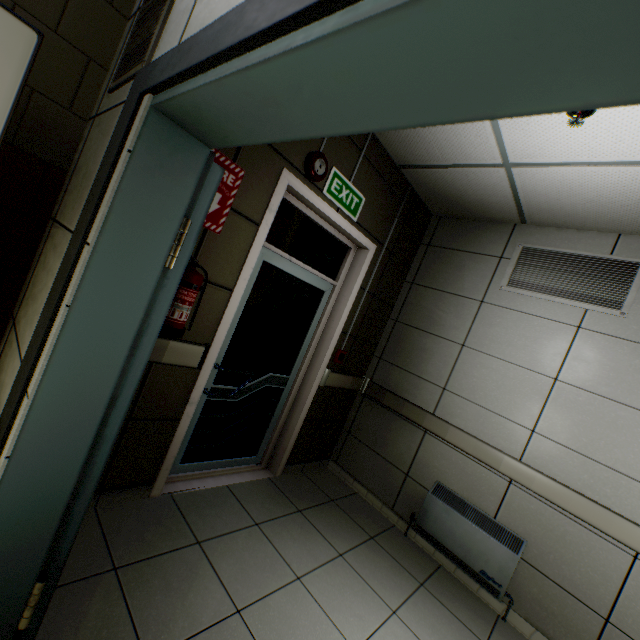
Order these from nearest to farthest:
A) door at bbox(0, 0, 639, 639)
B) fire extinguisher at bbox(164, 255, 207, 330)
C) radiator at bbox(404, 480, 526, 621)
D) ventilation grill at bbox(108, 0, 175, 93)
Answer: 1. door at bbox(0, 0, 639, 639)
2. ventilation grill at bbox(108, 0, 175, 93)
3. fire extinguisher at bbox(164, 255, 207, 330)
4. radiator at bbox(404, 480, 526, 621)

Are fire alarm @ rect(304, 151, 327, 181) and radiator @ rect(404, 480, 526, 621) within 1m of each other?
no

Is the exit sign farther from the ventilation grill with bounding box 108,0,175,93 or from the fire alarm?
the ventilation grill with bounding box 108,0,175,93

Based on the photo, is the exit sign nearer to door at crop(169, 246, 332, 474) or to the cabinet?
door at crop(169, 246, 332, 474)

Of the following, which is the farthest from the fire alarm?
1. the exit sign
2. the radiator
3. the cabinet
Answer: the radiator

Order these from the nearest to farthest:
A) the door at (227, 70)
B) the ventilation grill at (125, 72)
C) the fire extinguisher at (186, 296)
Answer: the door at (227, 70) < the ventilation grill at (125, 72) < the fire extinguisher at (186, 296)

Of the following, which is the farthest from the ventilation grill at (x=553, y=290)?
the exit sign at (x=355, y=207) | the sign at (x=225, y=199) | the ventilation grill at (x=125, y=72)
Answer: the ventilation grill at (x=125, y=72)

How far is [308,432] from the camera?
3.4m
